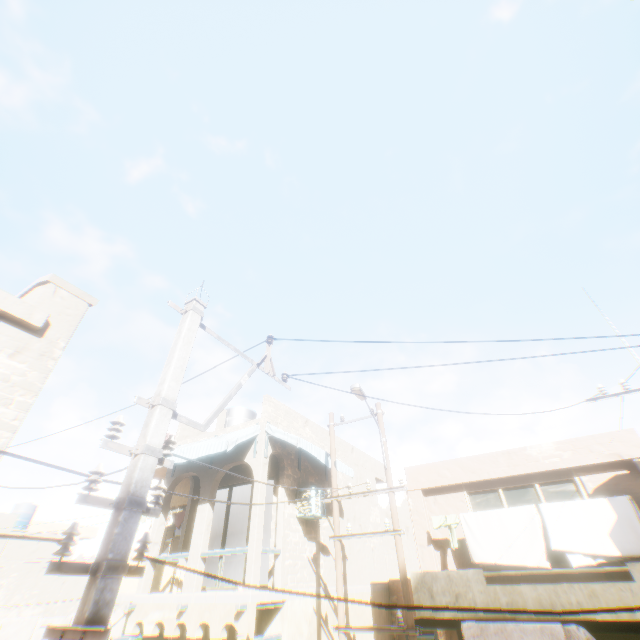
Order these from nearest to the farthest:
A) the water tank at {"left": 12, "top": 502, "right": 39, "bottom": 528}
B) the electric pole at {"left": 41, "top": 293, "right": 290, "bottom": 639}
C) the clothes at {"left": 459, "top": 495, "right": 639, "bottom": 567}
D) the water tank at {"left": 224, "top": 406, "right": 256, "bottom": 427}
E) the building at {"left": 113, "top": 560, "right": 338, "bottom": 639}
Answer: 1. the electric pole at {"left": 41, "top": 293, "right": 290, "bottom": 639}
2. the clothes at {"left": 459, "top": 495, "right": 639, "bottom": 567}
3. the building at {"left": 113, "top": 560, "right": 338, "bottom": 639}
4. the water tank at {"left": 224, "top": 406, "right": 256, "bottom": 427}
5. the water tank at {"left": 12, "top": 502, "right": 39, "bottom": 528}

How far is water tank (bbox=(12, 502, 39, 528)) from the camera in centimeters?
2630cm

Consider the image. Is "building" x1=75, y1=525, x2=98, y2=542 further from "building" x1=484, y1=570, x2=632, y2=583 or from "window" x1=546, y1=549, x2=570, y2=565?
"window" x1=546, y1=549, x2=570, y2=565

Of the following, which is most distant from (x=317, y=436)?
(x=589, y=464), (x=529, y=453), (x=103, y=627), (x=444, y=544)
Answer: (x=103, y=627)

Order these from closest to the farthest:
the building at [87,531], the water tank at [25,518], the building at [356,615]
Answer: the building at [356,615] → the water tank at [25,518] → the building at [87,531]

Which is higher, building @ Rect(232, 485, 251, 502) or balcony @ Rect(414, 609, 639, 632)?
building @ Rect(232, 485, 251, 502)

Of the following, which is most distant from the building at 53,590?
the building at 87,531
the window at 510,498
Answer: the building at 87,531

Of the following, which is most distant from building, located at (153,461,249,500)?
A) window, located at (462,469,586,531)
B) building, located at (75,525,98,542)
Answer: building, located at (75,525,98,542)
